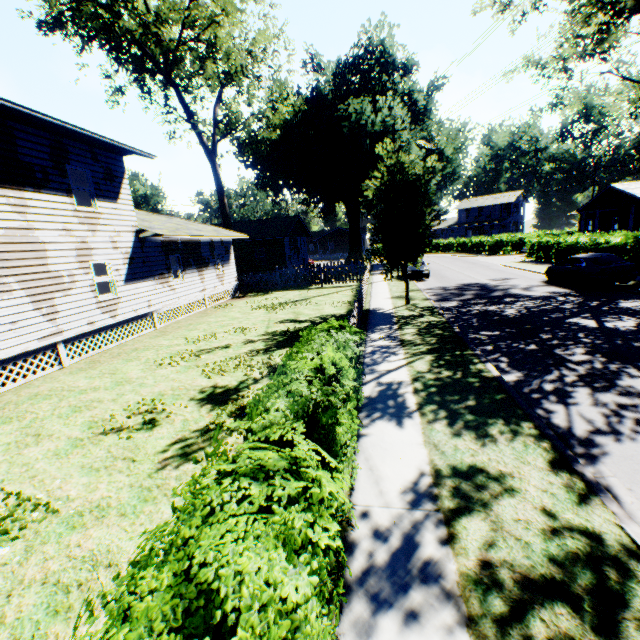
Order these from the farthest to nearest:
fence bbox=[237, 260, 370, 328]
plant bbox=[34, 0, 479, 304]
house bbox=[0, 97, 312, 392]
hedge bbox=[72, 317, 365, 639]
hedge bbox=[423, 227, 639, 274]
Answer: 1. hedge bbox=[423, 227, 639, 274]
2. plant bbox=[34, 0, 479, 304]
3. fence bbox=[237, 260, 370, 328]
4. house bbox=[0, 97, 312, 392]
5. hedge bbox=[72, 317, 365, 639]

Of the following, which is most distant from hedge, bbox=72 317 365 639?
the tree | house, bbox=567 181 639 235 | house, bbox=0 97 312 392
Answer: house, bbox=567 181 639 235

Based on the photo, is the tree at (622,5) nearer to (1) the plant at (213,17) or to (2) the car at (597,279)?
(2) the car at (597,279)

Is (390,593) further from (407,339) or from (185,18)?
(185,18)

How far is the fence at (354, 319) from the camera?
13.82m

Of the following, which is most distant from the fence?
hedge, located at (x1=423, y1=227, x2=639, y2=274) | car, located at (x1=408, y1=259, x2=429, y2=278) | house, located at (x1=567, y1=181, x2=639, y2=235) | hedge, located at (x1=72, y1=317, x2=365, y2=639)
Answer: house, located at (x1=567, y1=181, x2=639, y2=235)

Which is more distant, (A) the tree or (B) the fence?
(A) the tree

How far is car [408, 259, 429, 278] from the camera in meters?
24.7
